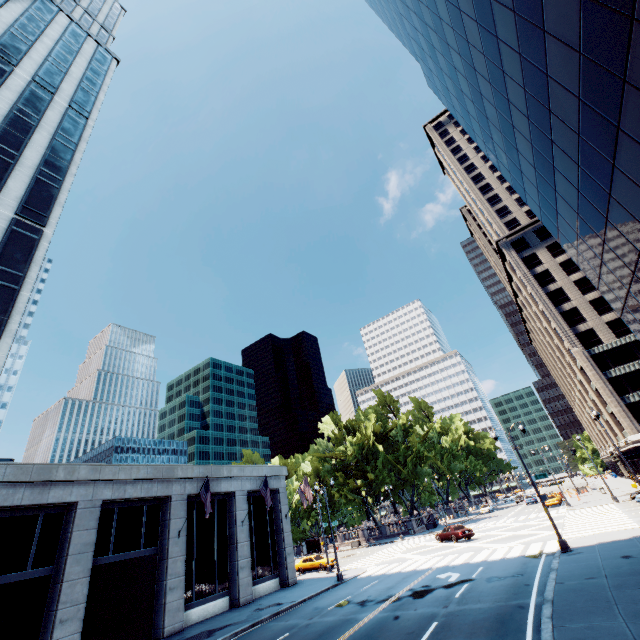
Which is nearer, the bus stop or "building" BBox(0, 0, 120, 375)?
"building" BBox(0, 0, 120, 375)

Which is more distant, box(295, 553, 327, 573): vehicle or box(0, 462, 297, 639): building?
box(295, 553, 327, 573): vehicle

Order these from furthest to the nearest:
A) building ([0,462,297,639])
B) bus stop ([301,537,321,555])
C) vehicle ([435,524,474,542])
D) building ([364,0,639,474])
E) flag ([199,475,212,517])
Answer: bus stop ([301,537,321,555]), vehicle ([435,524,474,542]), flag ([199,475,212,517]), building ([0,462,297,639]), building ([364,0,639,474])

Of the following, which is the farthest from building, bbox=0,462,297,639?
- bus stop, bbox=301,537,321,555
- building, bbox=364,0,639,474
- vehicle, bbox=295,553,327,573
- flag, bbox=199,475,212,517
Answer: building, bbox=364,0,639,474

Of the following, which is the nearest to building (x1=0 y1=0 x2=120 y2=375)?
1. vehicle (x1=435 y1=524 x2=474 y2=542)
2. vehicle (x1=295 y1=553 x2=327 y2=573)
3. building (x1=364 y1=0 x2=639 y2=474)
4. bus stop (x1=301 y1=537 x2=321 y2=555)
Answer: vehicle (x1=295 y1=553 x2=327 y2=573)

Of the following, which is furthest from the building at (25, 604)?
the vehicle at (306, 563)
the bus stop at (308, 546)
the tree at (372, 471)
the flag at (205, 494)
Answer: the bus stop at (308, 546)

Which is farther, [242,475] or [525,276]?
[525,276]

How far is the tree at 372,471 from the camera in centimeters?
5403cm
